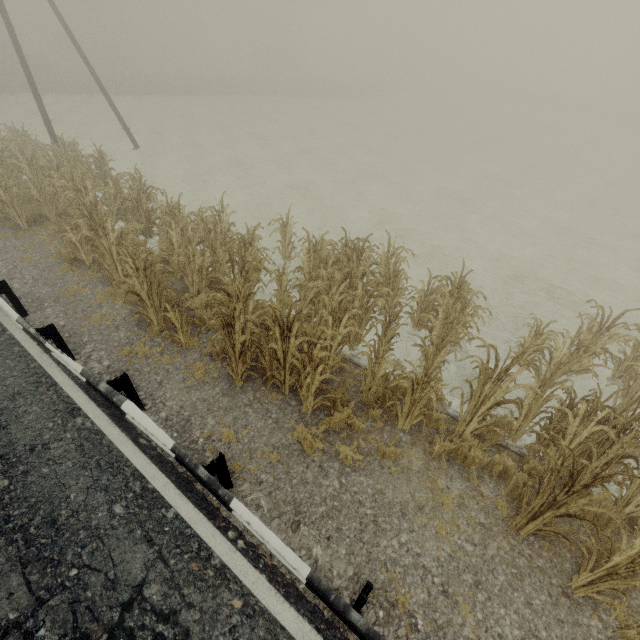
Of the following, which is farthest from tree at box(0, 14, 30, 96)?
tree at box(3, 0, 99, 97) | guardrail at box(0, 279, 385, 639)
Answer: guardrail at box(0, 279, 385, 639)

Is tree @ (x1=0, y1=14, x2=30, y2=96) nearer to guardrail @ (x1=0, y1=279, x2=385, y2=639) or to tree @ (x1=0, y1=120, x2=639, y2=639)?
tree @ (x1=0, y1=120, x2=639, y2=639)

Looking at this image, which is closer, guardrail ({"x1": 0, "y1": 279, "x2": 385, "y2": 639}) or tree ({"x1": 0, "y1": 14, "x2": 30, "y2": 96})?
guardrail ({"x1": 0, "y1": 279, "x2": 385, "y2": 639})

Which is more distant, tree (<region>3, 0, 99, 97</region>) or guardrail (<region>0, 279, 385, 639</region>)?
tree (<region>3, 0, 99, 97</region>)

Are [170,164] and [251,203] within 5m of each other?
no

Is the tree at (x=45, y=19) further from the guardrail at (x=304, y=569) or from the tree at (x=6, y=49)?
the tree at (x=6, y=49)

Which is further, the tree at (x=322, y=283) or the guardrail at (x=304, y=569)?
the tree at (x=322, y=283)

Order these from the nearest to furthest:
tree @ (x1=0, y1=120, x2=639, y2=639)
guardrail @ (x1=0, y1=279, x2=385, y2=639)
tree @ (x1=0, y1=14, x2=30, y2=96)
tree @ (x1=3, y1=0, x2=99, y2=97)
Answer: guardrail @ (x1=0, y1=279, x2=385, y2=639) → tree @ (x1=0, y1=120, x2=639, y2=639) → tree @ (x1=0, y1=14, x2=30, y2=96) → tree @ (x1=3, y1=0, x2=99, y2=97)
